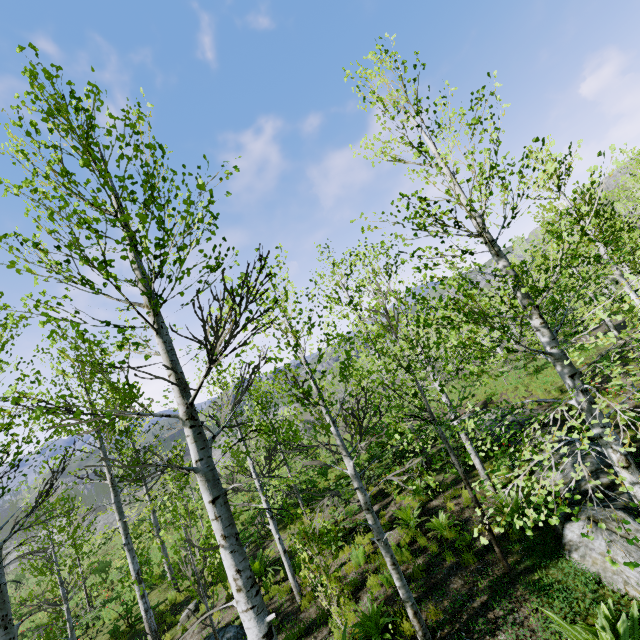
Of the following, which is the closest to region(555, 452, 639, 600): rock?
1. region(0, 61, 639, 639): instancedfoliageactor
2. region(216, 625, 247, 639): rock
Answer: region(0, 61, 639, 639): instancedfoliageactor

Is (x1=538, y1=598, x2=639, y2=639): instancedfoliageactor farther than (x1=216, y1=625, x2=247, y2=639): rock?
No

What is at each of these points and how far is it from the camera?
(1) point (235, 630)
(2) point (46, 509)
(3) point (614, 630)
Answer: (1) rock, 8.2m
(2) instancedfoliageactor, 6.1m
(3) instancedfoliageactor, 4.4m

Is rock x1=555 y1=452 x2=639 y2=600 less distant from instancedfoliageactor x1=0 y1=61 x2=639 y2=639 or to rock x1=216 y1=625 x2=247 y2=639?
instancedfoliageactor x1=0 y1=61 x2=639 y2=639

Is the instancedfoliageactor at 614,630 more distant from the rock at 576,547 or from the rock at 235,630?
the rock at 235,630

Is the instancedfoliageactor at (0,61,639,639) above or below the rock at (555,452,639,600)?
above

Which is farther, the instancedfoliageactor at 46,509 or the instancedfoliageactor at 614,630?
the instancedfoliageactor at 614,630
